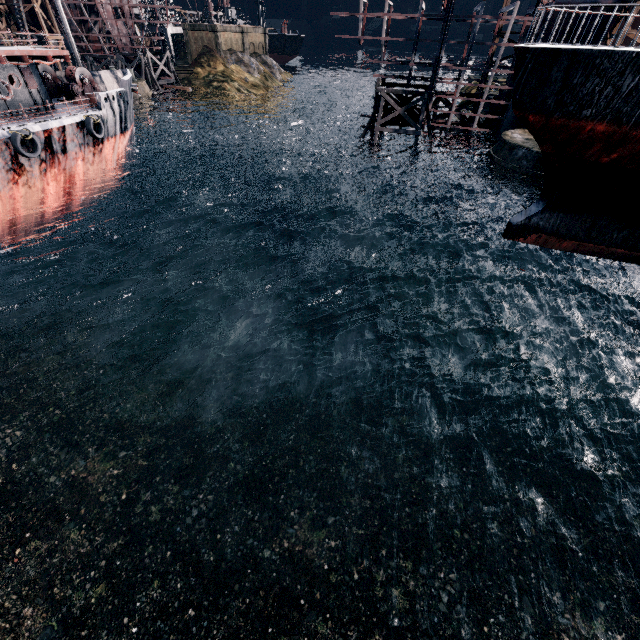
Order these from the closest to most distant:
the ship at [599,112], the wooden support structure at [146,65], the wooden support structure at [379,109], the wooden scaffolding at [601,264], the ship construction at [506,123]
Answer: the ship at [599,112] → the wooden scaffolding at [601,264] → the ship construction at [506,123] → the wooden support structure at [379,109] → the wooden support structure at [146,65]

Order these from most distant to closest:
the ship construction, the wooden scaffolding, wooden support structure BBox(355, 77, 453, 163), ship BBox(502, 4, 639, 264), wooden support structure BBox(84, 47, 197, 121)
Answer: wooden support structure BBox(84, 47, 197, 121)
wooden support structure BBox(355, 77, 453, 163)
the ship construction
the wooden scaffolding
ship BBox(502, 4, 639, 264)

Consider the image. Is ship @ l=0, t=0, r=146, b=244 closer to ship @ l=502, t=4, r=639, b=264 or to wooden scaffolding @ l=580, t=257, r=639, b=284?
ship @ l=502, t=4, r=639, b=264

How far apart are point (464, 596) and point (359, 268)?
21.63m

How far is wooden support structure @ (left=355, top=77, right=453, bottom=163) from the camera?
33.9 meters

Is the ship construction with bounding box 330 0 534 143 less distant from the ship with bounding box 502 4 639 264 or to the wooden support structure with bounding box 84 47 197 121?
the ship with bounding box 502 4 639 264

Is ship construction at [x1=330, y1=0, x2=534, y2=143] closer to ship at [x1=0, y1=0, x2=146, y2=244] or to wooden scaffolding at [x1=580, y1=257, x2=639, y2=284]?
wooden scaffolding at [x1=580, y1=257, x2=639, y2=284]

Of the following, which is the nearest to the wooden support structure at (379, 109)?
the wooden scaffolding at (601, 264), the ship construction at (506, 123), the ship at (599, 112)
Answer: the ship construction at (506, 123)
